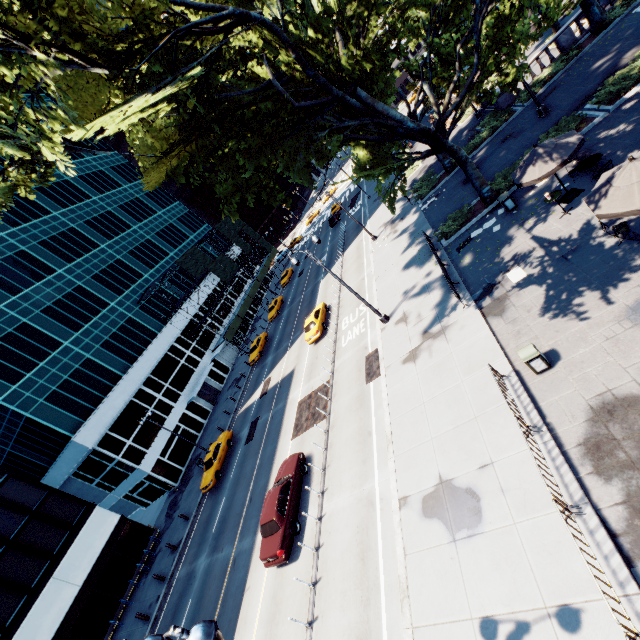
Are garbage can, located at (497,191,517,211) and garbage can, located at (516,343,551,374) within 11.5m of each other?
yes

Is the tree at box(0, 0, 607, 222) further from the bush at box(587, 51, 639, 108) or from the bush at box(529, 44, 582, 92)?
the bush at box(529, 44, 582, 92)

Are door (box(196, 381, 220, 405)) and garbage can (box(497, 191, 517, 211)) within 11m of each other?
no

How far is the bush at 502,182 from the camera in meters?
19.0

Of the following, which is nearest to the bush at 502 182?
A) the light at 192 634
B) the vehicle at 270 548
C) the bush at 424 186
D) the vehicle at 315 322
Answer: the bush at 424 186

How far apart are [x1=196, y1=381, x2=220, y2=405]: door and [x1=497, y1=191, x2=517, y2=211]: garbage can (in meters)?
38.44

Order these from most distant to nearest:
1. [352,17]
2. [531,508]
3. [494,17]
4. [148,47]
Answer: [352,17], [494,17], [148,47], [531,508]

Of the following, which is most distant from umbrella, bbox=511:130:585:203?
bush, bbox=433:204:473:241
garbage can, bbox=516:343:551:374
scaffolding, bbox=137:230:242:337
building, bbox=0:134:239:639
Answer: scaffolding, bbox=137:230:242:337
